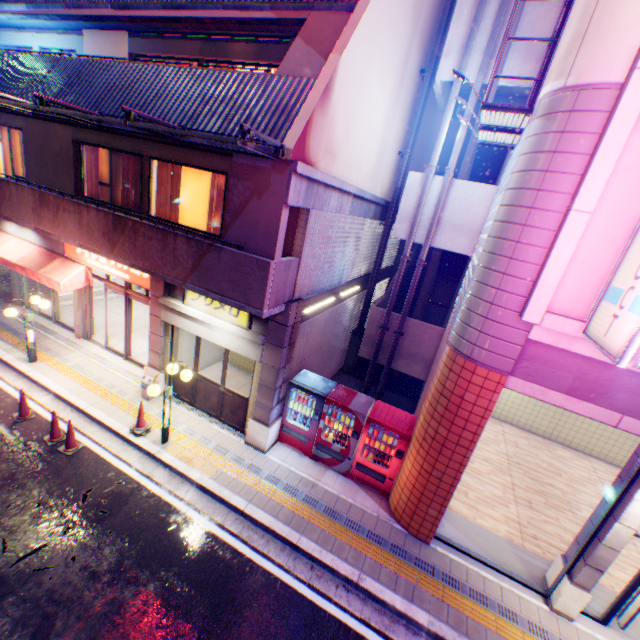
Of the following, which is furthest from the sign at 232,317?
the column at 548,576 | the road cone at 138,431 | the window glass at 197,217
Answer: the column at 548,576

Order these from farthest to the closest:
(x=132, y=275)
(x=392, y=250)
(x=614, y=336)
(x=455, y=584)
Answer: (x=392, y=250), (x=132, y=275), (x=455, y=584), (x=614, y=336)

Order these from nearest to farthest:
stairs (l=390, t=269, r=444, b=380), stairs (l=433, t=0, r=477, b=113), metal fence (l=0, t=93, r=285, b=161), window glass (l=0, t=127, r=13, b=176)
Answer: metal fence (l=0, t=93, r=285, b=161)
stairs (l=433, t=0, r=477, b=113)
stairs (l=390, t=269, r=444, b=380)
window glass (l=0, t=127, r=13, b=176)

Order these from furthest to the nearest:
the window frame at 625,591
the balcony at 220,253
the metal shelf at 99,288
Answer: the metal shelf at 99,288, the balcony at 220,253, the window frame at 625,591

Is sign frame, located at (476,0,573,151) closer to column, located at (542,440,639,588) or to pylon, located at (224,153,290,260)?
pylon, located at (224,153,290,260)

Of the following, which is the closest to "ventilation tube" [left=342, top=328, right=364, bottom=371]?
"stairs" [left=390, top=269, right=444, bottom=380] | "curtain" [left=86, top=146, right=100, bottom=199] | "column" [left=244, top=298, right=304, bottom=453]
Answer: "stairs" [left=390, top=269, right=444, bottom=380]

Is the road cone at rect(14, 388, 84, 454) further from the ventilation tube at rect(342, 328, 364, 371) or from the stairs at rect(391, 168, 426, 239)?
the stairs at rect(391, 168, 426, 239)

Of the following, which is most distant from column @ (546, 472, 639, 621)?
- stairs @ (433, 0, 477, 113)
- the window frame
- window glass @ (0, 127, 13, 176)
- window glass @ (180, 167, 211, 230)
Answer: window glass @ (0, 127, 13, 176)
